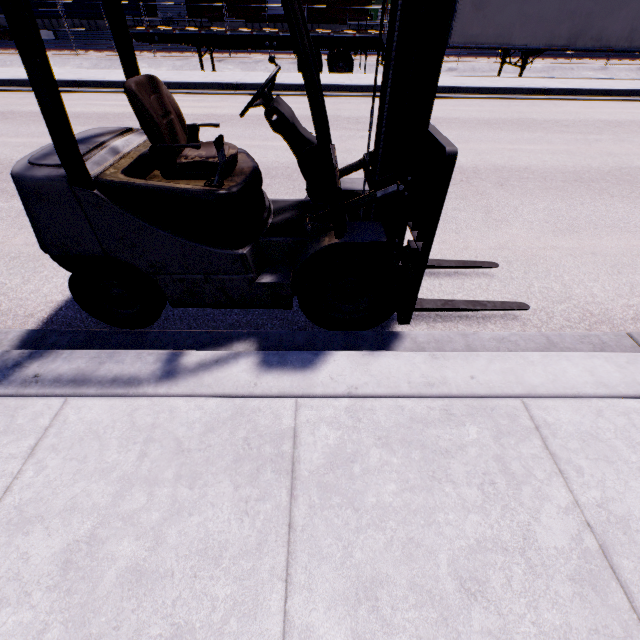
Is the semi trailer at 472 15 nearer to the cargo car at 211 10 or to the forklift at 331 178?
the cargo car at 211 10

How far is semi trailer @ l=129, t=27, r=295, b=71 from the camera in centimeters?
1247cm

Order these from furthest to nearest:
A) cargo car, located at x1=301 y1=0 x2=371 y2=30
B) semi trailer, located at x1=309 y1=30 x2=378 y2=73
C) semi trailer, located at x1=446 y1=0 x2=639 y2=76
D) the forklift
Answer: cargo car, located at x1=301 y1=0 x2=371 y2=30
semi trailer, located at x1=309 y1=30 x2=378 y2=73
semi trailer, located at x1=446 y1=0 x2=639 y2=76
the forklift

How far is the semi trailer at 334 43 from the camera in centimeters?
1256cm

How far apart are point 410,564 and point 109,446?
1.4m

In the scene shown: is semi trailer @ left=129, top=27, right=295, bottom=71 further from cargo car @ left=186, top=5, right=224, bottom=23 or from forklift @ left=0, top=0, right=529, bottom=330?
forklift @ left=0, top=0, right=529, bottom=330

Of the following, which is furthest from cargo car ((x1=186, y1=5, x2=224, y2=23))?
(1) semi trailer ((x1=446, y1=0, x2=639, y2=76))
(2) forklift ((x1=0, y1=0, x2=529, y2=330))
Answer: (2) forklift ((x1=0, y1=0, x2=529, y2=330))
